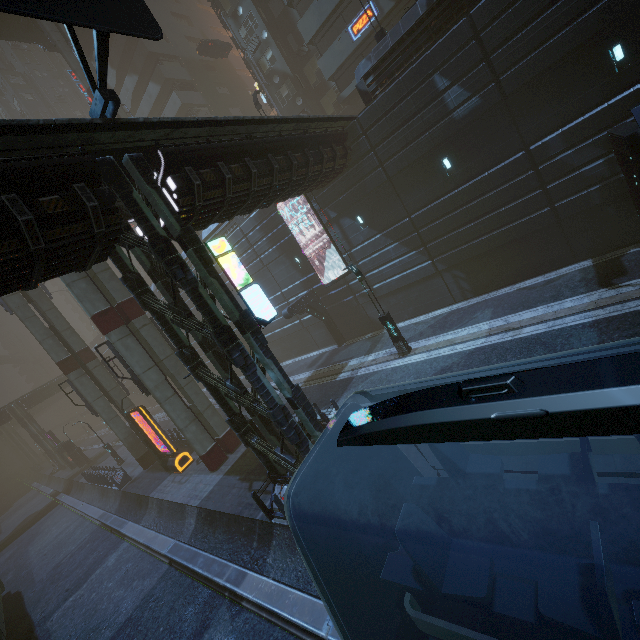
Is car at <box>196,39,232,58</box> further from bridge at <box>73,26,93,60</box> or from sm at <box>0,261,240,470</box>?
bridge at <box>73,26,93,60</box>

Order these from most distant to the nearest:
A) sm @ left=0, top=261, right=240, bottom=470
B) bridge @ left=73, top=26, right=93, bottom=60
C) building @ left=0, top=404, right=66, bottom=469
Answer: building @ left=0, top=404, right=66, bottom=469 < bridge @ left=73, top=26, right=93, bottom=60 < sm @ left=0, top=261, right=240, bottom=470

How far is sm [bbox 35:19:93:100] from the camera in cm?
2917

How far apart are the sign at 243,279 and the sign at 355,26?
22.69m

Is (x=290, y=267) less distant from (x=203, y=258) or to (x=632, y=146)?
(x=203, y=258)

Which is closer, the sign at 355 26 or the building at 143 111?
the sign at 355 26

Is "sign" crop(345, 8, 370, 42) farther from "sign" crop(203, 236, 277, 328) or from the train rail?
the train rail

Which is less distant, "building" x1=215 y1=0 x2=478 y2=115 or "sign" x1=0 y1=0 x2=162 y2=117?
"sign" x1=0 y1=0 x2=162 y2=117
